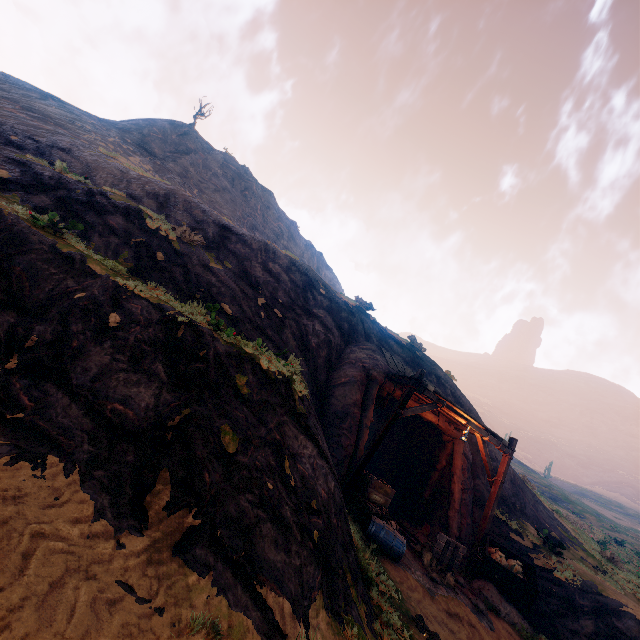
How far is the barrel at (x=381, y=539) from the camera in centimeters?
800cm

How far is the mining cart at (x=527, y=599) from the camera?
9.3 meters

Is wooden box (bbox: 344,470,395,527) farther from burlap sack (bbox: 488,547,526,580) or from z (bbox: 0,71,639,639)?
burlap sack (bbox: 488,547,526,580)

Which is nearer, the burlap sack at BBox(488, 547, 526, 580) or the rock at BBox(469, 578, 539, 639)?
the rock at BBox(469, 578, 539, 639)

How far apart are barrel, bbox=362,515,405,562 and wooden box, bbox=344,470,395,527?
0.0 meters

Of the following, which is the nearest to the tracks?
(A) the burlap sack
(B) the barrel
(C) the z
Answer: (C) the z

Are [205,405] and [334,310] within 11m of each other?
yes

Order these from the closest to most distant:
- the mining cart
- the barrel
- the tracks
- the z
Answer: the z → the barrel → the tracks → the mining cart
